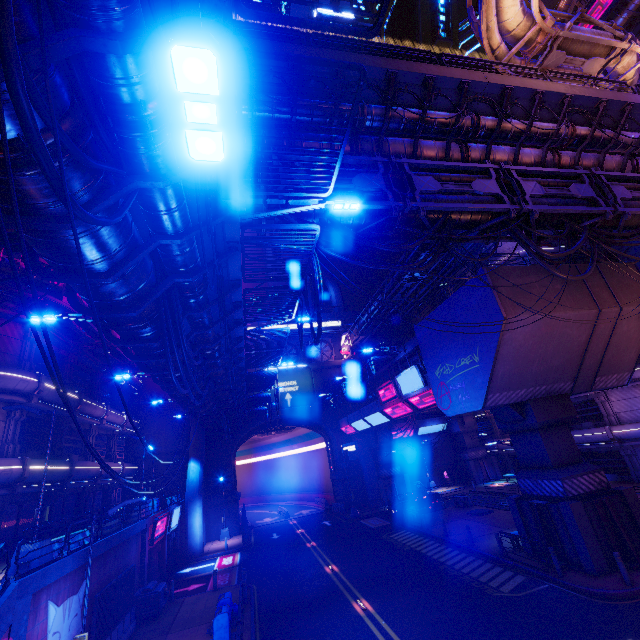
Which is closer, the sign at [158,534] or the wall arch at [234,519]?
the sign at [158,534]

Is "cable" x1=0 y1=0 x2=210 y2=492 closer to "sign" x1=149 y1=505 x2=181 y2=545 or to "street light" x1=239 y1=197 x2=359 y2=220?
"street light" x1=239 y1=197 x2=359 y2=220

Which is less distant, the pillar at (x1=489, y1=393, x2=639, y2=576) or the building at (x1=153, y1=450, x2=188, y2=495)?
the pillar at (x1=489, y1=393, x2=639, y2=576)

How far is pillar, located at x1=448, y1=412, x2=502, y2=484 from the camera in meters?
41.2

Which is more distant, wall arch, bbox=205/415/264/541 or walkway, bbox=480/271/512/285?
wall arch, bbox=205/415/264/541

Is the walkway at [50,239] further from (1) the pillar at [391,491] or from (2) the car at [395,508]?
(2) the car at [395,508]

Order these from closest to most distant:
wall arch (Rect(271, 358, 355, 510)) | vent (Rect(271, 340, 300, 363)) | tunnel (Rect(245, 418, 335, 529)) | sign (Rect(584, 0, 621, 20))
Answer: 1. sign (Rect(584, 0, 621, 20))
2. wall arch (Rect(271, 358, 355, 510))
3. tunnel (Rect(245, 418, 335, 529))
4. vent (Rect(271, 340, 300, 363))

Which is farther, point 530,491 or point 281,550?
point 281,550
